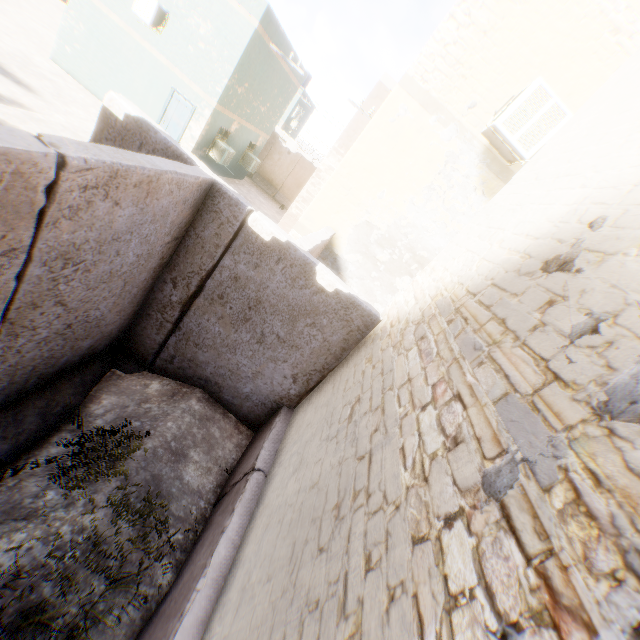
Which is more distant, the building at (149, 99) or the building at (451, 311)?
the building at (149, 99)

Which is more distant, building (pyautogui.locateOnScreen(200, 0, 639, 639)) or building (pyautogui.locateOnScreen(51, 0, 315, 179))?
building (pyautogui.locateOnScreen(51, 0, 315, 179))

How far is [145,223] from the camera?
3.1 meters
